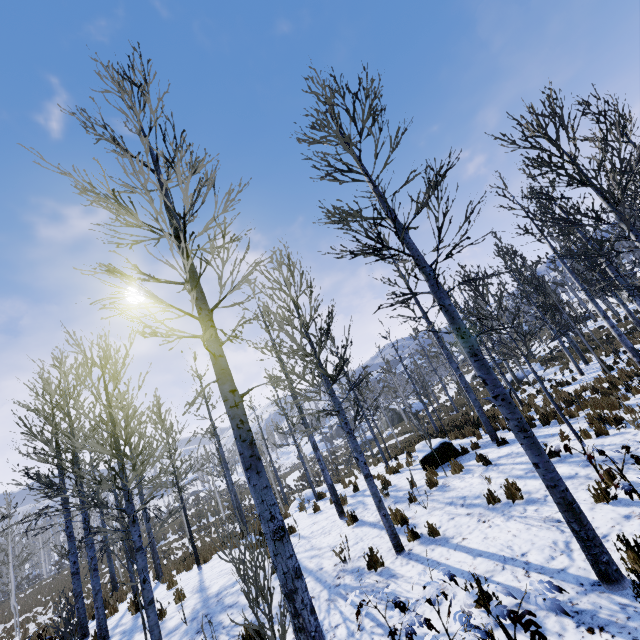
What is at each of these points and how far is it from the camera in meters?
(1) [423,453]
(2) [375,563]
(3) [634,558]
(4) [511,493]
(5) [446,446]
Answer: (1) rock, 11.2
(2) instancedfoliageactor, 6.0
(3) instancedfoliageactor, 3.7
(4) instancedfoliageactor, 6.5
(5) rock, 11.2

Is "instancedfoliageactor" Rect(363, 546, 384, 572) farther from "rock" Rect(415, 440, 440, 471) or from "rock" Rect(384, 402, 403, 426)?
"rock" Rect(384, 402, 403, 426)

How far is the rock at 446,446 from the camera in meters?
11.1 m

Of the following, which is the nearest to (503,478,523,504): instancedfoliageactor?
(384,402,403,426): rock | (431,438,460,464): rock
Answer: (431,438,460,464): rock

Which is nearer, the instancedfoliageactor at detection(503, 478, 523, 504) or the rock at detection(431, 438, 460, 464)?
the instancedfoliageactor at detection(503, 478, 523, 504)

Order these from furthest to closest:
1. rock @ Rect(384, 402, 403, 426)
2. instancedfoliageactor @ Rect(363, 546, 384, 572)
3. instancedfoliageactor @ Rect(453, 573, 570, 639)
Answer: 1. rock @ Rect(384, 402, 403, 426)
2. instancedfoliageactor @ Rect(363, 546, 384, 572)
3. instancedfoliageactor @ Rect(453, 573, 570, 639)

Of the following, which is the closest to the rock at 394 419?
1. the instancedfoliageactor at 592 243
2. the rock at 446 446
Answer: the instancedfoliageactor at 592 243
